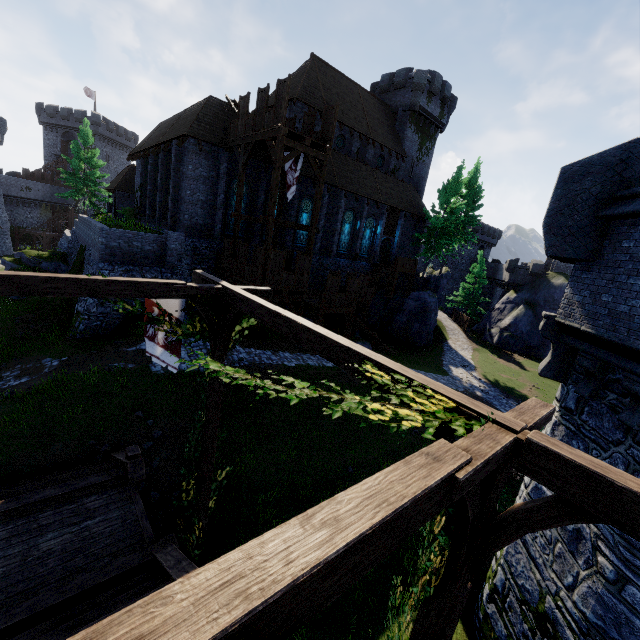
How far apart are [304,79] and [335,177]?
8.64m

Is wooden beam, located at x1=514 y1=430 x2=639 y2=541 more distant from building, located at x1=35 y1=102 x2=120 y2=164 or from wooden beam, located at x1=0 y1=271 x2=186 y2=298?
building, located at x1=35 y1=102 x2=120 y2=164

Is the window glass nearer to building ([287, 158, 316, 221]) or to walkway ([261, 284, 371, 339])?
building ([287, 158, 316, 221])

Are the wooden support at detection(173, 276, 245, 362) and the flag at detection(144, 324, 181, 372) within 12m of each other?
yes

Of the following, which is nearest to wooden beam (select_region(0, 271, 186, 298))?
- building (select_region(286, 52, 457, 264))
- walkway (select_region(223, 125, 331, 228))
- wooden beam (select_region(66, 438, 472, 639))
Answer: wooden beam (select_region(66, 438, 472, 639))

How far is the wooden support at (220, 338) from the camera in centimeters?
671cm

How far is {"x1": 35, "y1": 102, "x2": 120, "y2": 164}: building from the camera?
54.75m

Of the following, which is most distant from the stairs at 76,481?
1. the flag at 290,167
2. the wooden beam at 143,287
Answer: the flag at 290,167
